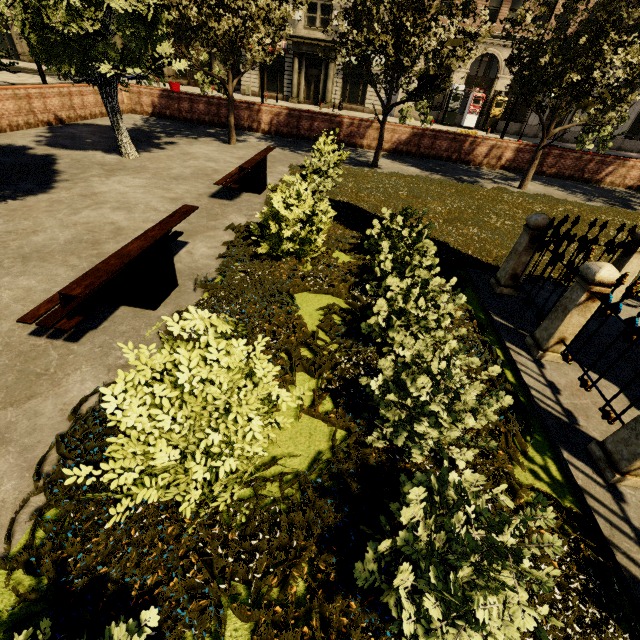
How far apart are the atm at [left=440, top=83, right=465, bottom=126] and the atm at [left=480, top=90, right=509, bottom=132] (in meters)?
2.80

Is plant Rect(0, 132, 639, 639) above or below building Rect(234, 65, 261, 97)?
below

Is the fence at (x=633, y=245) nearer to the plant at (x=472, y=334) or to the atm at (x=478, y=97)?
the plant at (x=472, y=334)

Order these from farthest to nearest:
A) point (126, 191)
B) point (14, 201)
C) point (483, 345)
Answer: point (126, 191) < point (14, 201) < point (483, 345)

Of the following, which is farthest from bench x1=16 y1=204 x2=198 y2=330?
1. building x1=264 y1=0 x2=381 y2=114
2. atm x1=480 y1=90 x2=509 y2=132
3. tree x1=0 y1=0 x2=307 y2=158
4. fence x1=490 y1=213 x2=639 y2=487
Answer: atm x1=480 y1=90 x2=509 y2=132

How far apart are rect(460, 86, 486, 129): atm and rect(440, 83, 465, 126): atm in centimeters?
79cm

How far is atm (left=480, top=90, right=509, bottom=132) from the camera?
28.5 meters

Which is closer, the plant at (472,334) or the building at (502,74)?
the plant at (472,334)
